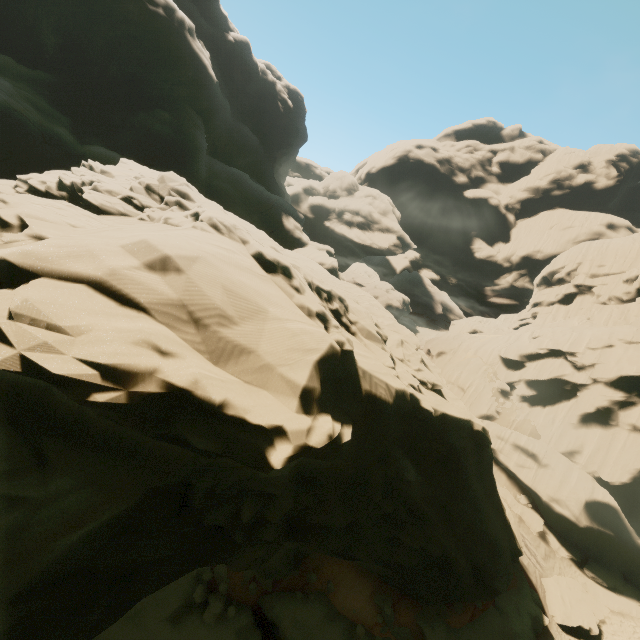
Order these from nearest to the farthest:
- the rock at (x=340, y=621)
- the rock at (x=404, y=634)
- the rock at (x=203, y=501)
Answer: the rock at (x=203, y=501) → the rock at (x=340, y=621) → the rock at (x=404, y=634)

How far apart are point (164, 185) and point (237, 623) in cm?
2112

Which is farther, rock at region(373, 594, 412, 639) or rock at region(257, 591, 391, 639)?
rock at region(373, 594, 412, 639)

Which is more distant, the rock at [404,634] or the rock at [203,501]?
the rock at [404,634]

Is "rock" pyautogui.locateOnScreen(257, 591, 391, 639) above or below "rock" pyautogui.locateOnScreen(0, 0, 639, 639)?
below

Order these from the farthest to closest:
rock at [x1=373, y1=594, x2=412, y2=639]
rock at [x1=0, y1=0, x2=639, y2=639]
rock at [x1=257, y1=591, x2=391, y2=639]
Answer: rock at [x1=373, y1=594, x2=412, y2=639] < rock at [x1=257, y1=591, x2=391, y2=639] < rock at [x1=0, y1=0, x2=639, y2=639]
